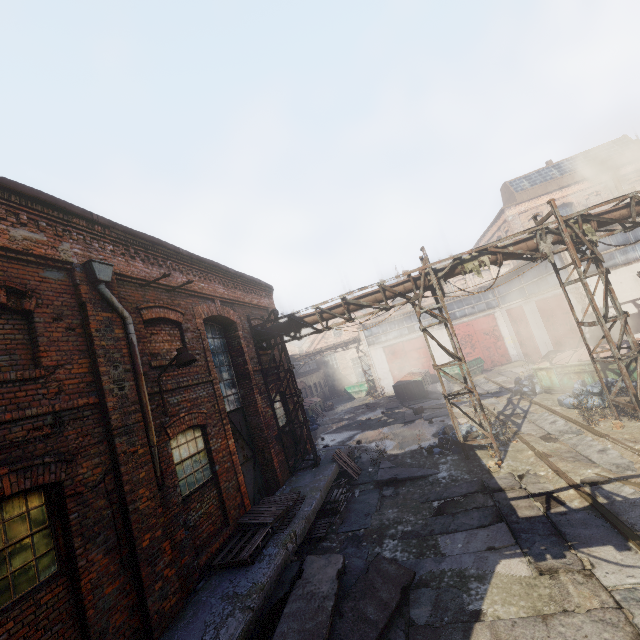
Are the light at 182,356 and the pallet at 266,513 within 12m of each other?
yes

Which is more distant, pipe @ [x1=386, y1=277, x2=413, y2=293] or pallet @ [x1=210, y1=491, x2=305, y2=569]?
pipe @ [x1=386, y1=277, x2=413, y2=293]

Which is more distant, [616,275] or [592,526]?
[616,275]

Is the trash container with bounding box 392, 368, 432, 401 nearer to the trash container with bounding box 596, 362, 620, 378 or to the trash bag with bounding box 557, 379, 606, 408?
the trash container with bounding box 596, 362, 620, 378

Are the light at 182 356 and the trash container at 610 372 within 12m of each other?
no

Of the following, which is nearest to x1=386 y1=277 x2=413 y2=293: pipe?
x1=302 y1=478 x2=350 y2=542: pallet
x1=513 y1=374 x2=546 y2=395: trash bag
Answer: x1=302 y1=478 x2=350 y2=542: pallet

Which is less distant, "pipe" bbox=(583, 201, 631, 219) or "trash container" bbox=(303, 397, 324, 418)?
"pipe" bbox=(583, 201, 631, 219)

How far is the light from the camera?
6.6m
